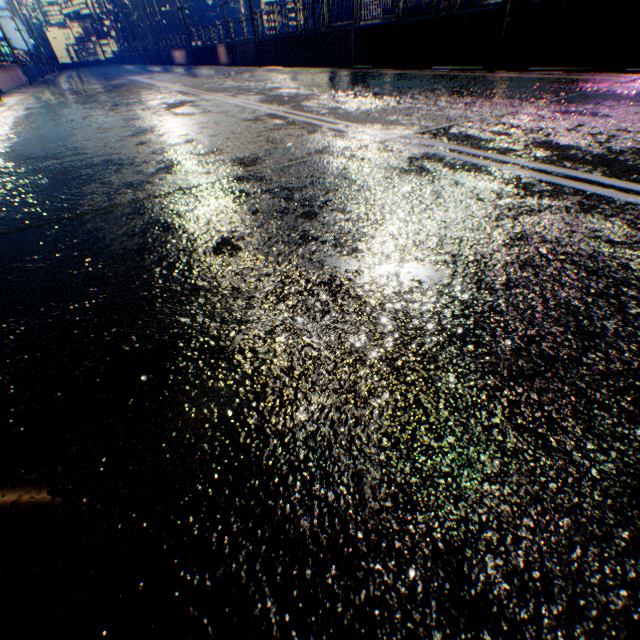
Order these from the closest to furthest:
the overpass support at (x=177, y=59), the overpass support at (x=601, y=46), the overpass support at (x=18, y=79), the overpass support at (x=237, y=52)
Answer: the overpass support at (x=601, y=46)
the overpass support at (x=18, y=79)
the overpass support at (x=237, y=52)
the overpass support at (x=177, y=59)

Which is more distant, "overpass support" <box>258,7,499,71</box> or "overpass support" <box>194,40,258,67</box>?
"overpass support" <box>194,40,258,67</box>

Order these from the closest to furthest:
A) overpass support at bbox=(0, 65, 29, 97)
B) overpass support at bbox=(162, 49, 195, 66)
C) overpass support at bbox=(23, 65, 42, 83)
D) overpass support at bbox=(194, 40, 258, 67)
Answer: overpass support at bbox=(0, 65, 29, 97) < overpass support at bbox=(194, 40, 258, 67) < overpass support at bbox=(23, 65, 42, 83) < overpass support at bbox=(162, 49, 195, 66)

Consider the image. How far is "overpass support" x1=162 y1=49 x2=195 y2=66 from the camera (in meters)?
32.02

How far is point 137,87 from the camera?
15.13m

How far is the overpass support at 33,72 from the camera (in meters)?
29.87
